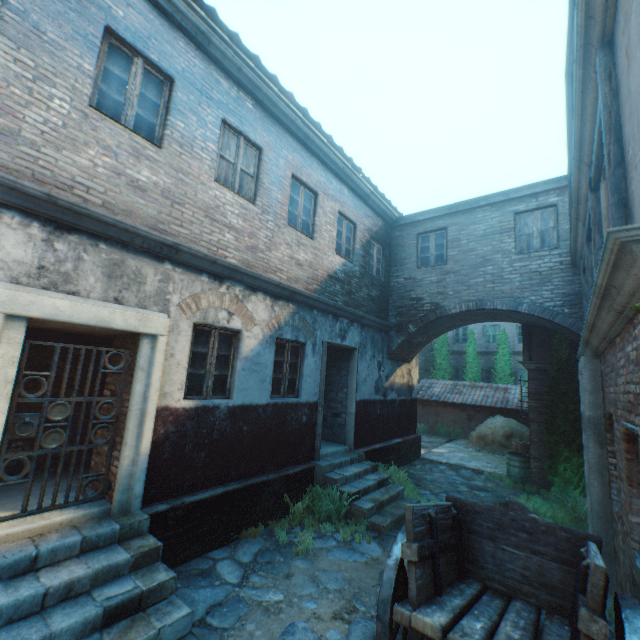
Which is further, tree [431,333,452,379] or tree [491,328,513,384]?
tree [431,333,452,379]

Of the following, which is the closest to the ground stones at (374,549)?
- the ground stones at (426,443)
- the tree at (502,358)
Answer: the ground stones at (426,443)

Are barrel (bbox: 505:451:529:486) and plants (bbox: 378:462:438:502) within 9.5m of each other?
yes

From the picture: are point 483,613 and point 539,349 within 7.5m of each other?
no

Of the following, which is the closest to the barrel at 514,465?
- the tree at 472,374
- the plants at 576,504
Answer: the plants at 576,504

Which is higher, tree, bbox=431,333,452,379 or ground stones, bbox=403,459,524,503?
tree, bbox=431,333,452,379

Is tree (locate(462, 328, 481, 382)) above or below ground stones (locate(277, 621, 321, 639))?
above

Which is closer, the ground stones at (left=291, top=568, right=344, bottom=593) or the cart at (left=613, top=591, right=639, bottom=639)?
the cart at (left=613, top=591, right=639, bottom=639)
